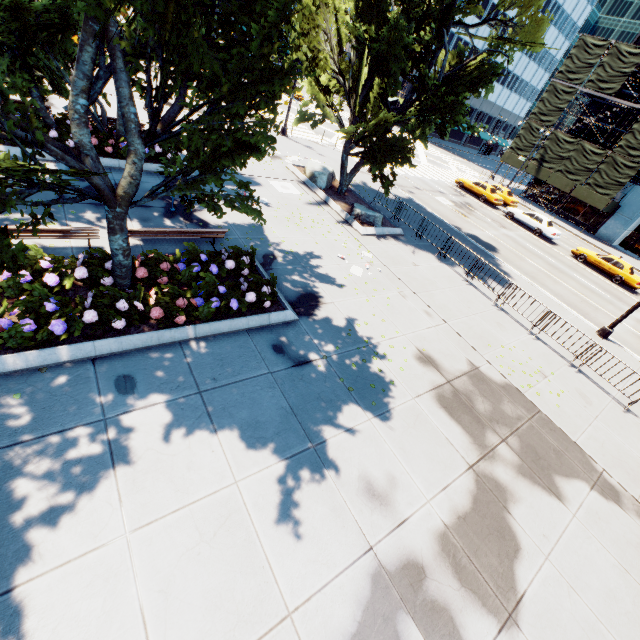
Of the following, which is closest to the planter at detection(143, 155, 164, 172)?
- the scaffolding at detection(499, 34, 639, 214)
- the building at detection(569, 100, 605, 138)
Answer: the scaffolding at detection(499, 34, 639, 214)

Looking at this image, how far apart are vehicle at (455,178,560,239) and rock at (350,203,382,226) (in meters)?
19.23

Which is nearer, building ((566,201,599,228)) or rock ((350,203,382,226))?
rock ((350,203,382,226))

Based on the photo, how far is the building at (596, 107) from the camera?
36.33m

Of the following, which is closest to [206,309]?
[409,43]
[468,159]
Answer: [409,43]

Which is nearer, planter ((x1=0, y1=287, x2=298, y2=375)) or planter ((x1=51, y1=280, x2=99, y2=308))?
planter ((x1=0, y1=287, x2=298, y2=375))

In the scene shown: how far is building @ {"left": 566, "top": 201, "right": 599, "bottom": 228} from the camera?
38.2m

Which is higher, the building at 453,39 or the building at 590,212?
the building at 453,39
